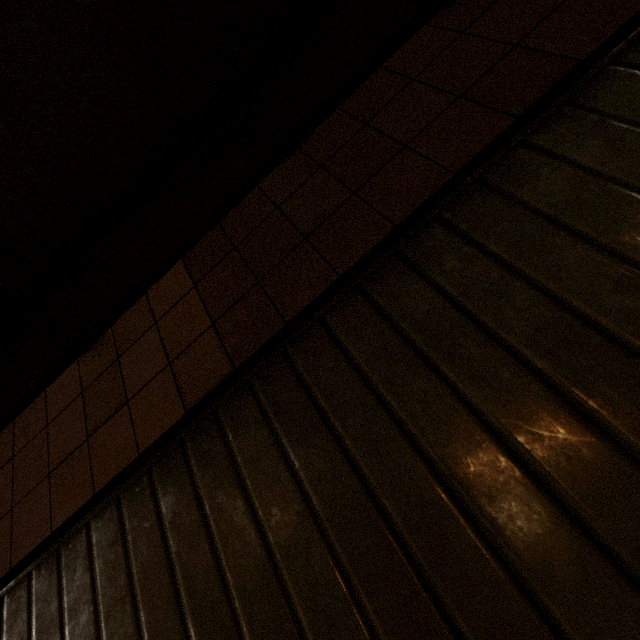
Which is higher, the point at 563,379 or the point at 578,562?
the point at 563,379
